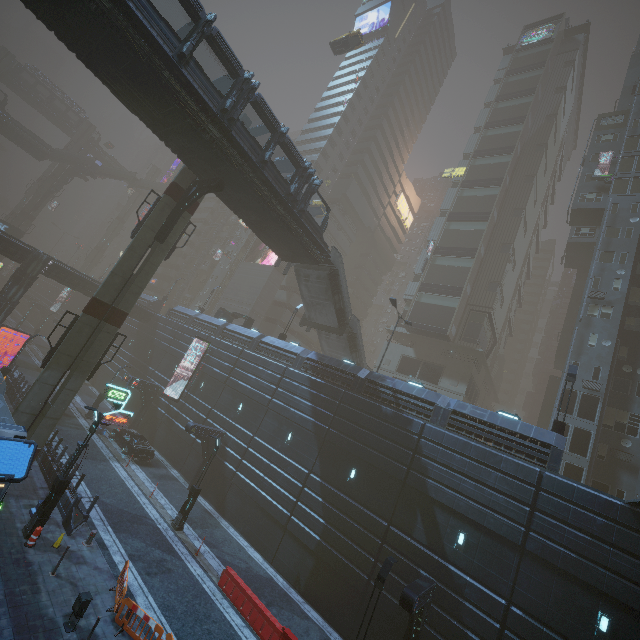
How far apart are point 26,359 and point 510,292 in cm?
6577

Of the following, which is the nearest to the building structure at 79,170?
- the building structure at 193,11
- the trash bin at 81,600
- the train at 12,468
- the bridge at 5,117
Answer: the bridge at 5,117

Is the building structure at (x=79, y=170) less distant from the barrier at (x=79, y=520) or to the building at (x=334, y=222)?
the building at (x=334, y=222)

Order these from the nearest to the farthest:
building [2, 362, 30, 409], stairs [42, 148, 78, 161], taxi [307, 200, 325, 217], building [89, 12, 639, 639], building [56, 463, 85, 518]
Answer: building [89, 12, 639, 639] → building [56, 463, 85, 518] → building [2, 362, 30, 409] → taxi [307, 200, 325, 217] → stairs [42, 148, 78, 161]

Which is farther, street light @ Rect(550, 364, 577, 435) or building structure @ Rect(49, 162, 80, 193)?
building structure @ Rect(49, 162, 80, 193)

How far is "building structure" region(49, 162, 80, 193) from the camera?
58.4m

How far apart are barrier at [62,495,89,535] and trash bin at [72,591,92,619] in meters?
4.8 m

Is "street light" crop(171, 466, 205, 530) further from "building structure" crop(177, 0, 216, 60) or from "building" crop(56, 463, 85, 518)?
"building structure" crop(177, 0, 216, 60)
